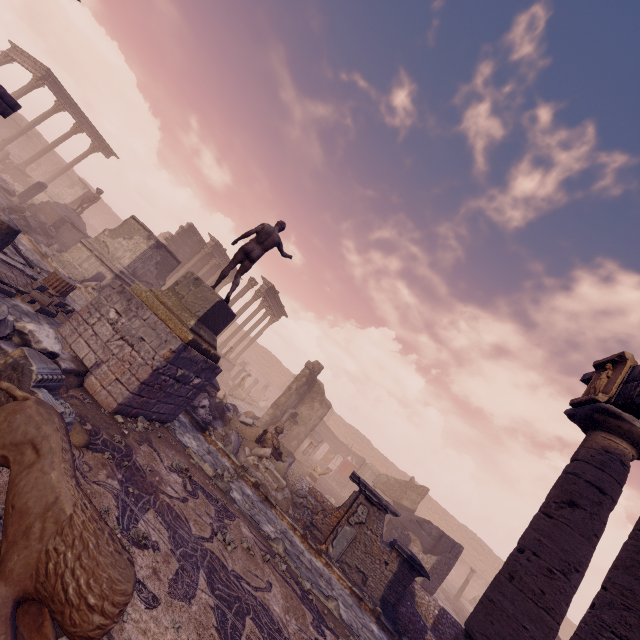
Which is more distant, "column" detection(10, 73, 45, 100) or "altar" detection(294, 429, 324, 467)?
"column" detection(10, 73, 45, 100)

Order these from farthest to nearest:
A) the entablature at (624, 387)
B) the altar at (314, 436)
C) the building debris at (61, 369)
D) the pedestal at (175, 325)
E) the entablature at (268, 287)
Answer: the entablature at (268, 287) < the altar at (314, 436) < the pedestal at (175, 325) < the entablature at (624, 387) < the building debris at (61, 369)

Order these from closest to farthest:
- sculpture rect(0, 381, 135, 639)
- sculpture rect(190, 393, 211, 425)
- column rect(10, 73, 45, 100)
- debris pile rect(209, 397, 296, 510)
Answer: sculpture rect(0, 381, 135, 639) → debris pile rect(209, 397, 296, 510) → sculpture rect(190, 393, 211, 425) → column rect(10, 73, 45, 100)

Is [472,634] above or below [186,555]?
above

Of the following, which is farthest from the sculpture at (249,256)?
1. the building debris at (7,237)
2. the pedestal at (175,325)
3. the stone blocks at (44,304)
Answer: the stone blocks at (44,304)

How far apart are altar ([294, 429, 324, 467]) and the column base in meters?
15.6 m

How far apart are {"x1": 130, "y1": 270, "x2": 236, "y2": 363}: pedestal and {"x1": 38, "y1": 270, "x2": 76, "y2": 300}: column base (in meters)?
3.09

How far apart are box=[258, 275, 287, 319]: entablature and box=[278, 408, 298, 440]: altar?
9.8 meters
